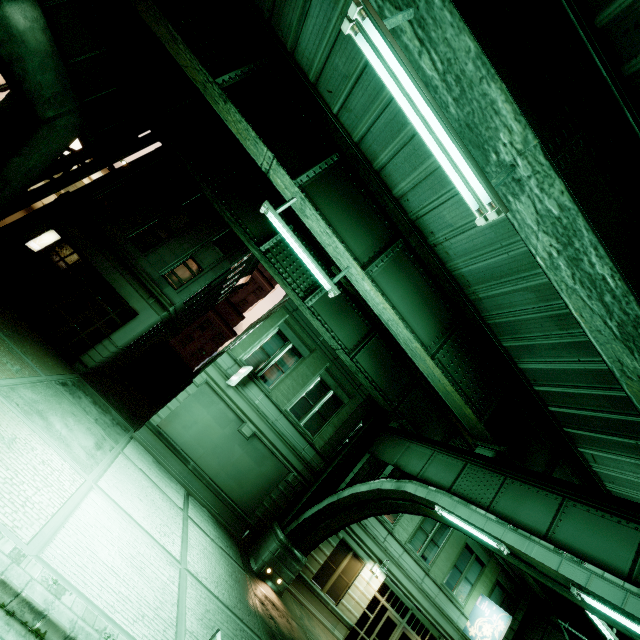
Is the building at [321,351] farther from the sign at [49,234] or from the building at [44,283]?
the sign at [49,234]

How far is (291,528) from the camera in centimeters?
1472cm

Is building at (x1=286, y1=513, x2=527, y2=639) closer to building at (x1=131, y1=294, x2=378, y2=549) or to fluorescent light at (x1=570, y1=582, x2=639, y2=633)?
building at (x1=131, y1=294, x2=378, y2=549)

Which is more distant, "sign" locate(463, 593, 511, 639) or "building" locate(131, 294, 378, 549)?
"sign" locate(463, 593, 511, 639)

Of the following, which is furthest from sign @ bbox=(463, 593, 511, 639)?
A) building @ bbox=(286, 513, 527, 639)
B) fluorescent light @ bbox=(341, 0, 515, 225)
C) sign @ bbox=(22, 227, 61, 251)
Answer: sign @ bbox=(22, 227, 61, 251)

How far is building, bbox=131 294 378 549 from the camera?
14.77m

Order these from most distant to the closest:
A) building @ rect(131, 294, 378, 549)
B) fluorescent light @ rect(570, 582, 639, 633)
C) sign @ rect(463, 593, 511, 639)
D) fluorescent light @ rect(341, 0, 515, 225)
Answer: sign @ rect(463, 593, 511, 639) < building @ rect(131, 294, 378, 549) < fluorescent light @ rect(570, 582, 639, 633) < fluorescent light @ rect(341, 0, 515, 225)

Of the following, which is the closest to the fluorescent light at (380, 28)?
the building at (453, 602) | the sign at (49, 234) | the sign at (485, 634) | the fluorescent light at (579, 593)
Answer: the fluorescent light at (579, 593)
